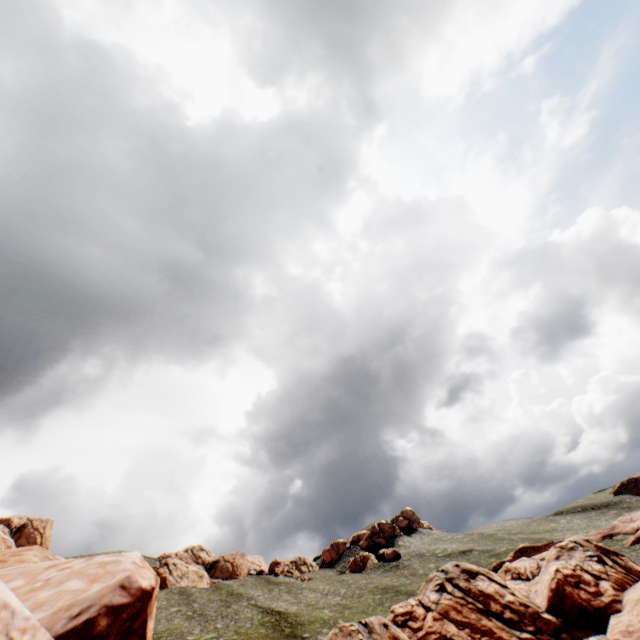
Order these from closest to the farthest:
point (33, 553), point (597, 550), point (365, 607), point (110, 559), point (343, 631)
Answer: point (110, 559)
point (33, 553)
point (343, 631)
point (597, 550)
point (365, 607)

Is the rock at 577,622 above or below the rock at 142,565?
below

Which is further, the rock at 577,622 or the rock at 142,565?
the rock at 577,622

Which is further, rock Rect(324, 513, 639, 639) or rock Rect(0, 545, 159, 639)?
rock Rect(324, 513, 639, 639)

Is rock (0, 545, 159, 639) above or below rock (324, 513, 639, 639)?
above
